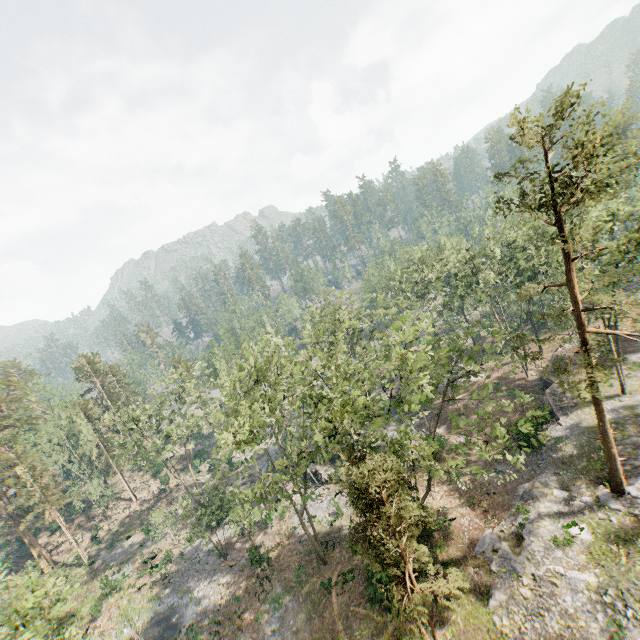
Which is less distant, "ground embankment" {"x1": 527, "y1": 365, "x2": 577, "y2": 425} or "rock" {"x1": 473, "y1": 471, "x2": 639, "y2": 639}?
"rock" {"x1": 473, "y1": 471, "x2": 639, "y2": 639}

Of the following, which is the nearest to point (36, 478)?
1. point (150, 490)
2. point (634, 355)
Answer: point (150, 490)

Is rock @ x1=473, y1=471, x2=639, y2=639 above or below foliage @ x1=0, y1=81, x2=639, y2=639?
below

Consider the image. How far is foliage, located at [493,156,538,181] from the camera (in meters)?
17.19

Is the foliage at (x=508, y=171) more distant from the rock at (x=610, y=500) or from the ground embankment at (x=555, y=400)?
the ground embankment at (x=555, y=400)

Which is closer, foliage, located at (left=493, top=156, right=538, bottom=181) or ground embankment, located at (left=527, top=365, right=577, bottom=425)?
foliage, located at (left=493, top=156, right=538, bottom=181)

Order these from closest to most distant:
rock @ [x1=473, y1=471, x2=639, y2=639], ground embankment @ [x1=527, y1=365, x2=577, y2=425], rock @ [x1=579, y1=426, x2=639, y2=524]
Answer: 1. rock @ [x1=473, y1=471, x2=639, y2=639]
2. rock @ [x1=579, y1=426, x2=639, y2=524]
3. ground embankment @ [x1=527, y1=365, x2=577, y2=425]

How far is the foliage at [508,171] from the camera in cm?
1719
